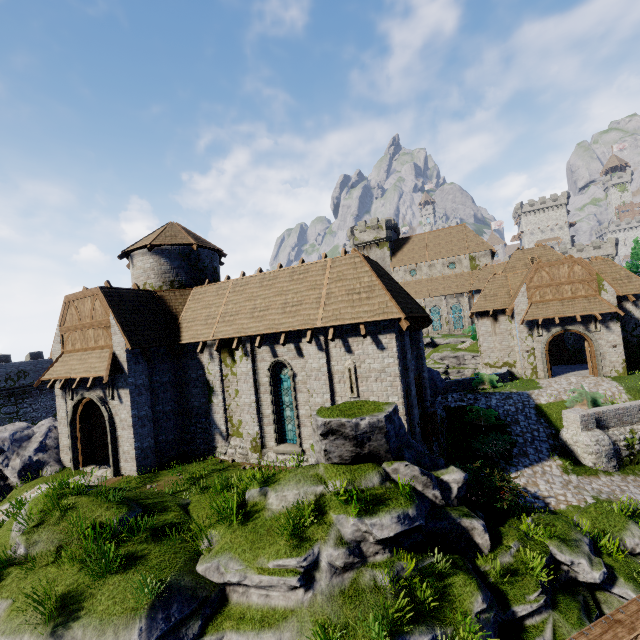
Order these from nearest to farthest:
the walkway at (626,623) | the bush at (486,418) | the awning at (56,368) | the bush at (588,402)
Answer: the walkway at (626,623)
the awning at (56,368)
the bush at (588,402)
the bush at (486,418)

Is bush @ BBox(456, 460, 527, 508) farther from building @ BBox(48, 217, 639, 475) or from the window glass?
the window glass

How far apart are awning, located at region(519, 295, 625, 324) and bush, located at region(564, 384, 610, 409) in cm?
647

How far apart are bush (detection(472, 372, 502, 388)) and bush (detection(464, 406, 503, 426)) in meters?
4.0 m

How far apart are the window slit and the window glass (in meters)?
2.66

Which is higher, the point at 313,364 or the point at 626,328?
the point at 313,364

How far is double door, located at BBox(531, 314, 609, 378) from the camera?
23.7 meters

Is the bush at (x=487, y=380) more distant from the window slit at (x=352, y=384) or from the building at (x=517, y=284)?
the window slit at (x=352, y=384)
